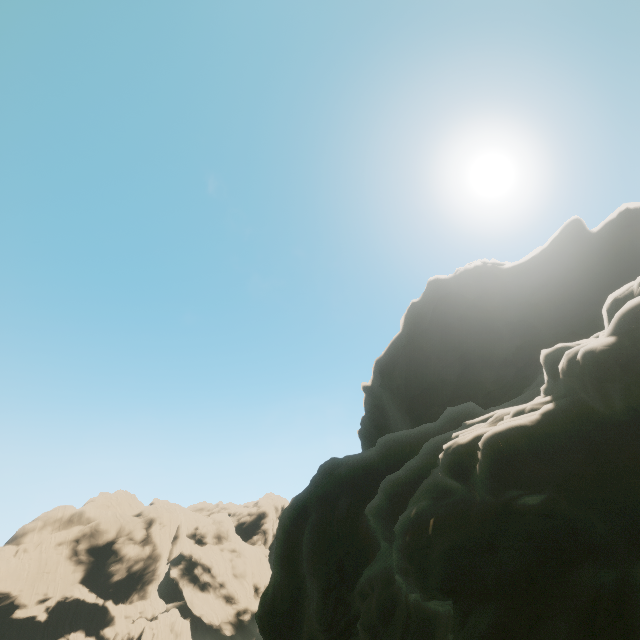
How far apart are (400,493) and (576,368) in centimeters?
1004cm

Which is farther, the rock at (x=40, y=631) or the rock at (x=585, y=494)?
the rock at (x=40, y=631)

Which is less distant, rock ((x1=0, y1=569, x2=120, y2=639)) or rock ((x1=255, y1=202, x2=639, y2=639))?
rock ((x1=255, y1=202, x2=639, y2=639))
